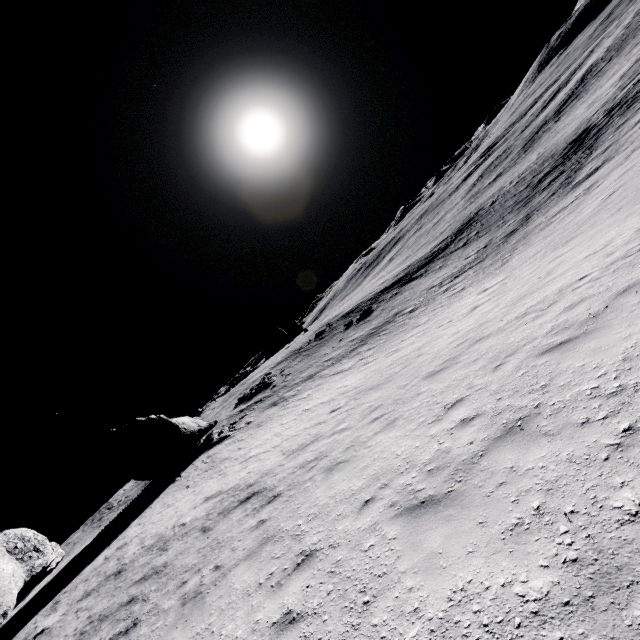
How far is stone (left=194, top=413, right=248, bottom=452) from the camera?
25.2 meters

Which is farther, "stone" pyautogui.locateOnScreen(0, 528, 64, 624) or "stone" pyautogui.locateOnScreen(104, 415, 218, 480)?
"stone" pyautogui.locateOnScreen(104, 415, 218, 480)

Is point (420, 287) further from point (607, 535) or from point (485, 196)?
point (607, 535)

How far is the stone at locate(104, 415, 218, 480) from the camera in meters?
25.0

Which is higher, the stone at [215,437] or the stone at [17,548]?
the stone at [17,548]

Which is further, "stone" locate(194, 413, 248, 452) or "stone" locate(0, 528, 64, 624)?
→ "stone" locate(194, 413, 248, 452)

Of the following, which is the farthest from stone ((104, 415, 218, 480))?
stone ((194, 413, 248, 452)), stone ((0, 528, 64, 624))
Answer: stone ((0, 528, 64, 624))

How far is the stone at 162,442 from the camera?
25.0m
